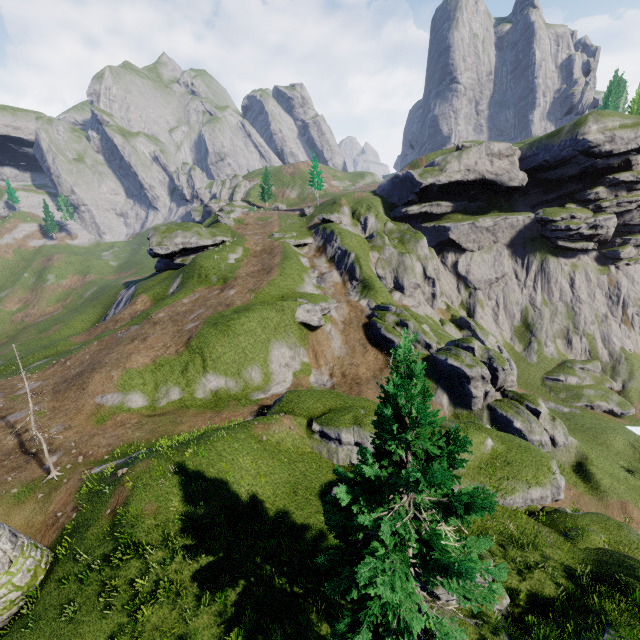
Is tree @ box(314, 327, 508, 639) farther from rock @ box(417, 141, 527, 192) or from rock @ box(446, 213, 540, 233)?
rock @ box(417, 141, 527, 192)

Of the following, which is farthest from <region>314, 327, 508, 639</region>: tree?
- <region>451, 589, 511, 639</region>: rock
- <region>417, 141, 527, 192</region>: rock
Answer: <region>417, 141, 527, 192</region>: rock

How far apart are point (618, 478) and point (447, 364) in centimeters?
1612cm

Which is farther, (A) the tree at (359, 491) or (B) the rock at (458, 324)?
(B) the rock at (458, 324)

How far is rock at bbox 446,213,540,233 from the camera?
59.12m

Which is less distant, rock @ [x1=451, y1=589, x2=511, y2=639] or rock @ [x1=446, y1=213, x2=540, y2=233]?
rock @ [x1=451, y1=589, x2=511, y2=639]

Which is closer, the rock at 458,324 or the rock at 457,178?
the rock at 458,324

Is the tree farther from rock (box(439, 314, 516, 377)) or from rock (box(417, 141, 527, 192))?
rock (box(417, 141, 527, 192))
